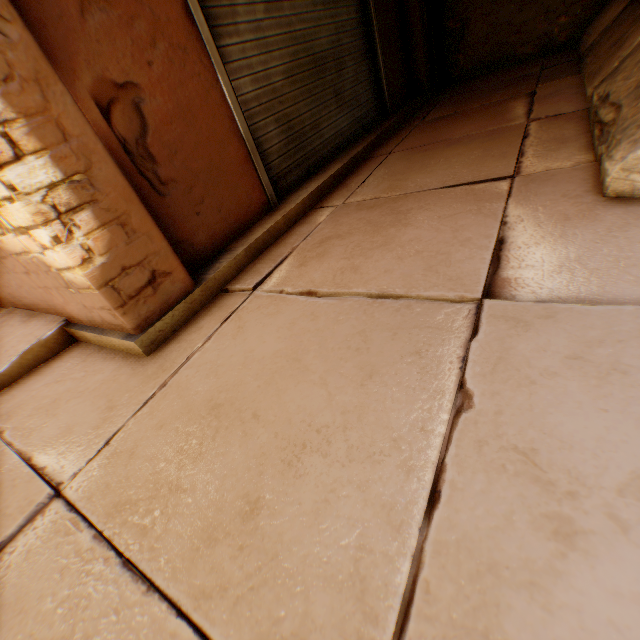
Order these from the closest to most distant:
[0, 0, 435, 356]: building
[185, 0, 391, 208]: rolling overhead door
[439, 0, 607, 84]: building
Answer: [0, 0, 435, 356]: building, [185, 0, 391, 208]: rolling overhead door, [439, 0, 607, 84]: building

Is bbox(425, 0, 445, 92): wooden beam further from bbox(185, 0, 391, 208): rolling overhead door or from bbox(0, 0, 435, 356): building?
bbox(185, 0, 391, 208): rolling overhead door

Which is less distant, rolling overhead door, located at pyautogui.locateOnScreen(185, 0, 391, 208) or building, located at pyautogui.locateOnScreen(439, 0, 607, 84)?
rolling overhead door, located at pyautogui.locateOnScreen(185, 0, 391, 208)

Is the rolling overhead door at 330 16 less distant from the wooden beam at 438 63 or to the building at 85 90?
the building at 85 90

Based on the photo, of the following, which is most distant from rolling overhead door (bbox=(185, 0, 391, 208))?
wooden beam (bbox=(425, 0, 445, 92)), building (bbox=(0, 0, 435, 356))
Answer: wooden beam (bbox=(425, 0, 445, 92))

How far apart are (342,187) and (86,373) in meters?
2.7 m

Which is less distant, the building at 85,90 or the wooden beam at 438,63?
the building at 85,90
